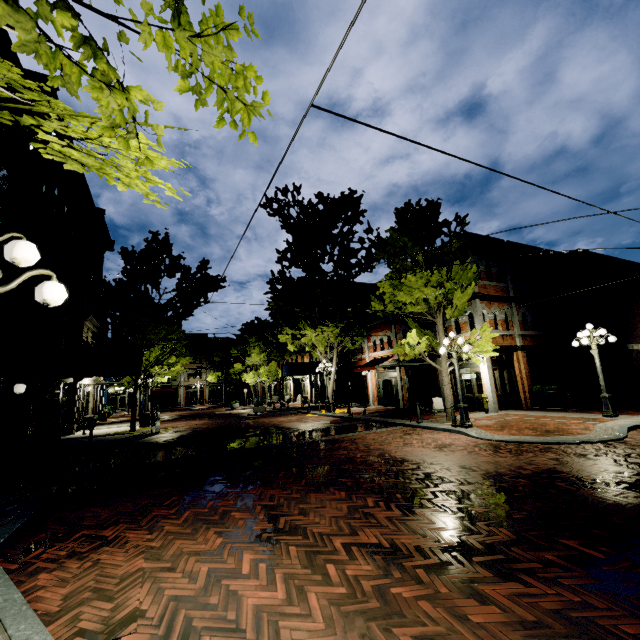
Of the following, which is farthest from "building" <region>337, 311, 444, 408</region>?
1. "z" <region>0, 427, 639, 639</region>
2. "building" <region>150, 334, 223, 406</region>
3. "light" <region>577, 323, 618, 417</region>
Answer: "building" <region>150, 334, 223, 406</region>

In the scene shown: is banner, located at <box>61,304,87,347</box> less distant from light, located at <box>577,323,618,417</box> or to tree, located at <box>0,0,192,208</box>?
tree, located at <box>0,0,192,208</box>

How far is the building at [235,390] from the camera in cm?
5706

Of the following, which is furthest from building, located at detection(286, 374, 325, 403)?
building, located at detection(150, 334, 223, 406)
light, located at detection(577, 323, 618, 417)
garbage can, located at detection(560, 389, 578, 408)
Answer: building, located at detection(150, 334, 223, 406)

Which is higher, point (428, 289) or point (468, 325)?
point (428, 289)

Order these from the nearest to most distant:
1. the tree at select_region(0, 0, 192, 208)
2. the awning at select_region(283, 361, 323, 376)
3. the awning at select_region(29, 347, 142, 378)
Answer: the tree at select_region(0, 0, 192, 208), the awning at select_region(29, 347, 142, 378), the awning at select_region(283, 361, 323, 376)

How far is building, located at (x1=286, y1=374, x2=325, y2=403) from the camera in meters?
32.9 m

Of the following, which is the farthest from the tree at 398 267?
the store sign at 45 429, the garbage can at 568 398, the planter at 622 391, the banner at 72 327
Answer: the planter at 622 391
